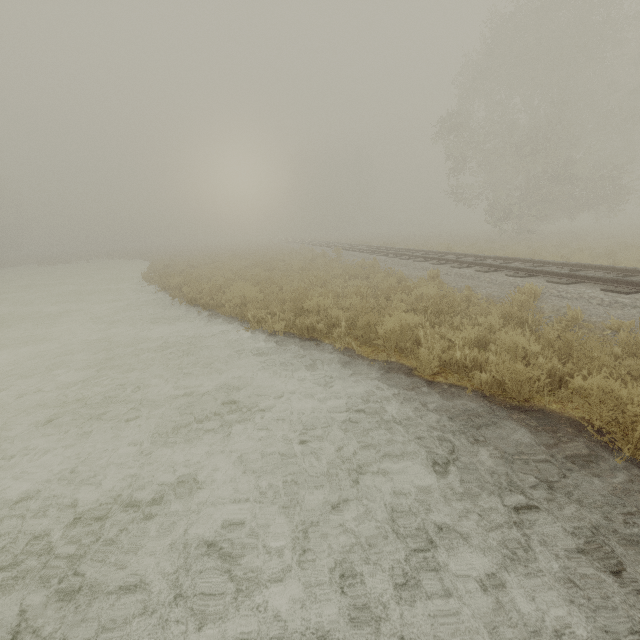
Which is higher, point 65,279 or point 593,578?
point 593,578
